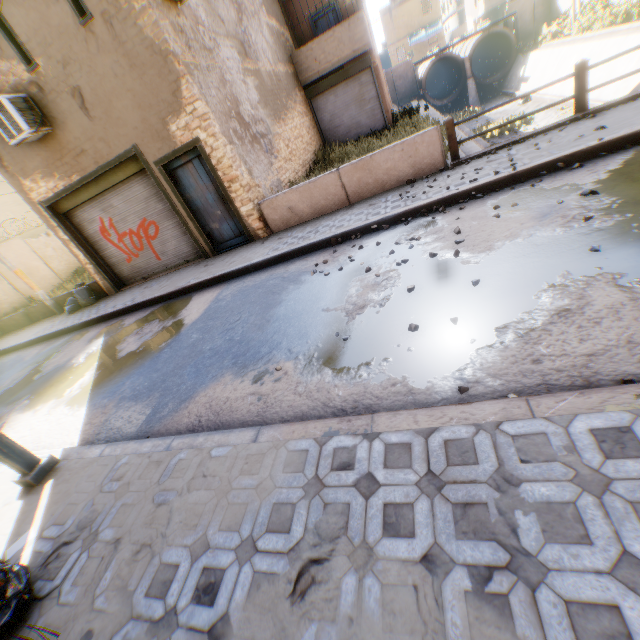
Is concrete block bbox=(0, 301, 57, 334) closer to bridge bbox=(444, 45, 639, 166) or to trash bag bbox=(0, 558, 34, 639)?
trash bag bbox=(0, 558, 34, 639)

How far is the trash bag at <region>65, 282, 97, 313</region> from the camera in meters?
11.4

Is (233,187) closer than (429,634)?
No

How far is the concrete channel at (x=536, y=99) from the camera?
18.10m

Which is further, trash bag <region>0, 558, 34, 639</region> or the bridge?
the bridge

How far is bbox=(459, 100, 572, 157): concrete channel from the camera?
10.3 meters

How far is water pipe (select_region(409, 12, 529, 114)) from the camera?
27.4m

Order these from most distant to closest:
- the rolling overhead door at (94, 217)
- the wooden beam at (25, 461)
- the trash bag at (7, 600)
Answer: the rolling overhead door at (94, 217) < the wooden beam at (25, 461) < the trash bag at (7, 600)
